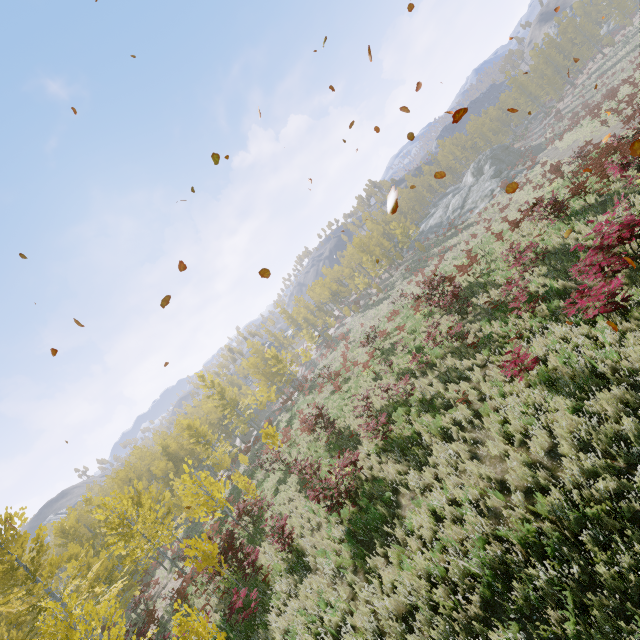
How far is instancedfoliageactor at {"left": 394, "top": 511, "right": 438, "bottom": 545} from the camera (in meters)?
6.88

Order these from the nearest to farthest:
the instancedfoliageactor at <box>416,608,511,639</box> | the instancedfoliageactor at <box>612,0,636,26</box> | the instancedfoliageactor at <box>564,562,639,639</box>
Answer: the instancedfoliageactor at <box>564,562,639,639</box> → the instancedfoliageactor at <box>416,608,511,639</box> → the instancedfoliageactor at <box>612,0,636,26</box>

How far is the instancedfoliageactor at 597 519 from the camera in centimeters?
467cm

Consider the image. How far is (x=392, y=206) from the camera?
2.7m

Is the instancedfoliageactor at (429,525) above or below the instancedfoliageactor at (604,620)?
above
